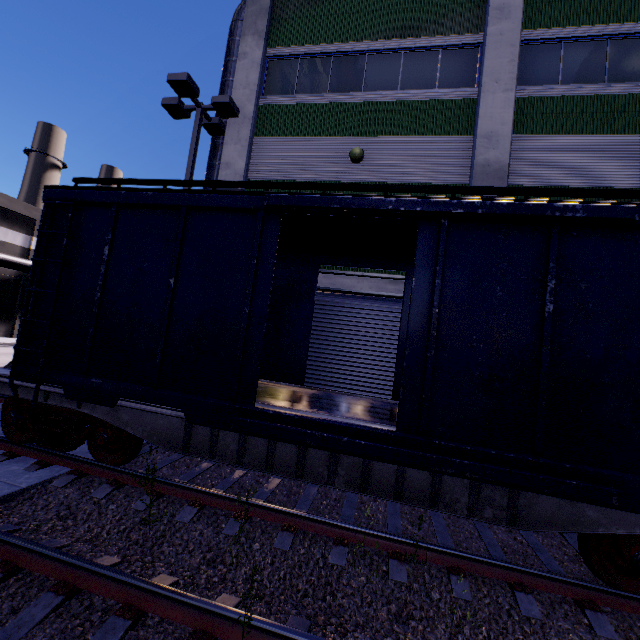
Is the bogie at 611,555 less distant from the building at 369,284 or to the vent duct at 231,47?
the building at 369,284

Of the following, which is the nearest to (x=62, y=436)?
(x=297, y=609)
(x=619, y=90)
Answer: (x=297, y=609)

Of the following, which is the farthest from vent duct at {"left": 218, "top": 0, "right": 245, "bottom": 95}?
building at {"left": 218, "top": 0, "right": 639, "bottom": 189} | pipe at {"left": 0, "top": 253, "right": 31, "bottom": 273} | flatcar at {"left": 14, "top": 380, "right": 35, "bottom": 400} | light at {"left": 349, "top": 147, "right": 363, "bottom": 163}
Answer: pipe at {"left": 0, "top": 253, "right": 31, "bottom": 273}

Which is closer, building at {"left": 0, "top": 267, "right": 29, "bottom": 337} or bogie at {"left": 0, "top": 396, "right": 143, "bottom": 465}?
bogie at {"left": 0, "top": 396, "right": 143, "bottom": 465}

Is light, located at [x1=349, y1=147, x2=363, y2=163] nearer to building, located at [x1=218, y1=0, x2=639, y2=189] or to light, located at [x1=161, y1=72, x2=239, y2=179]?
building, located at [x1=218, y1=0, x2=639, y2=189]

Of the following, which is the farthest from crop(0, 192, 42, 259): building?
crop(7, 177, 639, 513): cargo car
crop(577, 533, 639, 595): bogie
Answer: crop(577, 533, 639, 595): bogie

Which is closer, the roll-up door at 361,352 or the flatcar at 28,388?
the flatcar at 28,388

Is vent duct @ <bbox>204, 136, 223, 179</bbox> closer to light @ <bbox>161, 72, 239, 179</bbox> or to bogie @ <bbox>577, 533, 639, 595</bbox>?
light @ <bbox>161, 72, 239, 179</bbox>
